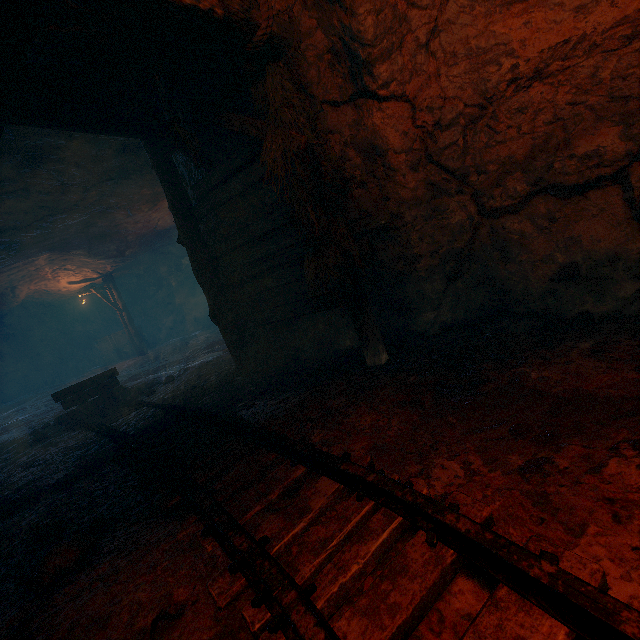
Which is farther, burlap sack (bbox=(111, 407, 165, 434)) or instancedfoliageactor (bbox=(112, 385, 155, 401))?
instancedfoliageactor (bbox=(112, 385, 155, 401))

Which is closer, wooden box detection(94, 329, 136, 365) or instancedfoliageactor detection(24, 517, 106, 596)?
instancedfoliageactor detection(24, 517, 106, 596)

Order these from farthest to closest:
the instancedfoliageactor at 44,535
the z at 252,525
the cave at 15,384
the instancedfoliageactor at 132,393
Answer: the cave at 15,384 < the instancedfoliageactor at 132,393 < the instancedfoliageactor at 44,535 < the z at 252,525

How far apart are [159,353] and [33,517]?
13.6m

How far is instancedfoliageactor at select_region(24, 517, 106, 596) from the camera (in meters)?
2.02

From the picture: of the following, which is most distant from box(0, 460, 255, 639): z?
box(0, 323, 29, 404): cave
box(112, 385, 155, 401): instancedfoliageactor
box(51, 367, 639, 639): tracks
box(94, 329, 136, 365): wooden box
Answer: box(0, 323, 29, 404): cave

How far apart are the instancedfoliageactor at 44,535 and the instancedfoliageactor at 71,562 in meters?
0.5 m

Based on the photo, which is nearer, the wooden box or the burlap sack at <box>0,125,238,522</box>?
the burlap sack at <box>0,125,238,522</box>
